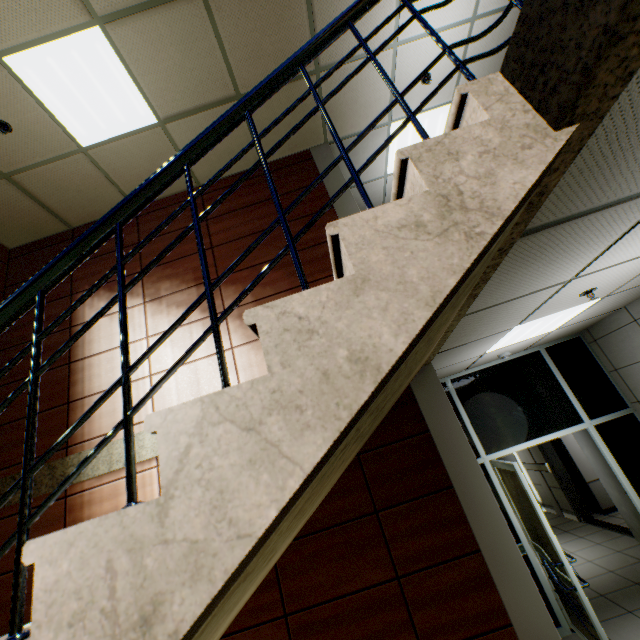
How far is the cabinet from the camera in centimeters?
701cm

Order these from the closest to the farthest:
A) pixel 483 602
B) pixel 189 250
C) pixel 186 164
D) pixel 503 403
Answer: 1. pixel 186 164
2. pixel 483 602
3. pixel 189 250
4. pixel 503 403

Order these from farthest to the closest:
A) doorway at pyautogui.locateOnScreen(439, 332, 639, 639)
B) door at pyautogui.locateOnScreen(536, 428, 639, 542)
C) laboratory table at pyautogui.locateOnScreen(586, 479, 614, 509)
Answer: laboratory table at pyautogui.locateOnScreen(586, 479, 614, 509) < door at pyautogui.locateOnScreen(536, 428, 639, 542) < doorway at pyautogui.locateOnScreen(439, 332, 639, 639)

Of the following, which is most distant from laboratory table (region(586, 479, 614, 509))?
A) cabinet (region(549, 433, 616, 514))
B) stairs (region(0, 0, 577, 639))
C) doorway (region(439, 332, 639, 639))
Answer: stairs (region(0, 0, 577, 639))

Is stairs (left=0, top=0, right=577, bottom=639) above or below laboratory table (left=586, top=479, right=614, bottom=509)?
above

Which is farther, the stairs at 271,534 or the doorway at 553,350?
the doorway at 553,350

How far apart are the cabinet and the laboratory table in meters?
0.0 m

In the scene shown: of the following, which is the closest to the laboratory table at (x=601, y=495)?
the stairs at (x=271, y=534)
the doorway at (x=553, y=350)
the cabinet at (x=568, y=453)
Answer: the cabinet at (x=568, y=453)
